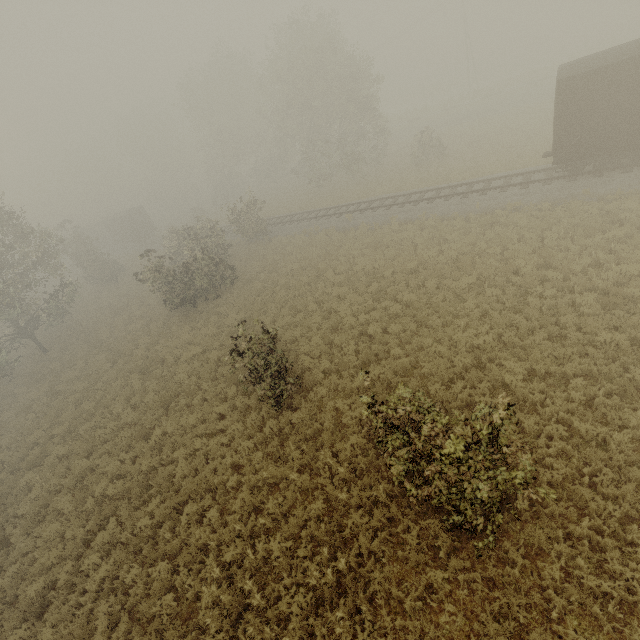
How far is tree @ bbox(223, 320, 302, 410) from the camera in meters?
10.7

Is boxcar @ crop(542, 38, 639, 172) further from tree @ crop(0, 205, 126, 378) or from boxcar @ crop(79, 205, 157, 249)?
boxcar @ crop(79, 205, 157, 249)

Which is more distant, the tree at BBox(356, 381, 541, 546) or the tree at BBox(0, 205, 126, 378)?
the tree at BBox(0, 205, 126, 378)

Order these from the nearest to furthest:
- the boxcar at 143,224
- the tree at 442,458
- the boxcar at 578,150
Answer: the tree at 442,458 < the boxcar at 578,150 < the boxcar at 143,224

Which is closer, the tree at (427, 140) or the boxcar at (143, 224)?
the tree at (427, 140)

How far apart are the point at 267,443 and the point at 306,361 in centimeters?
347cm
